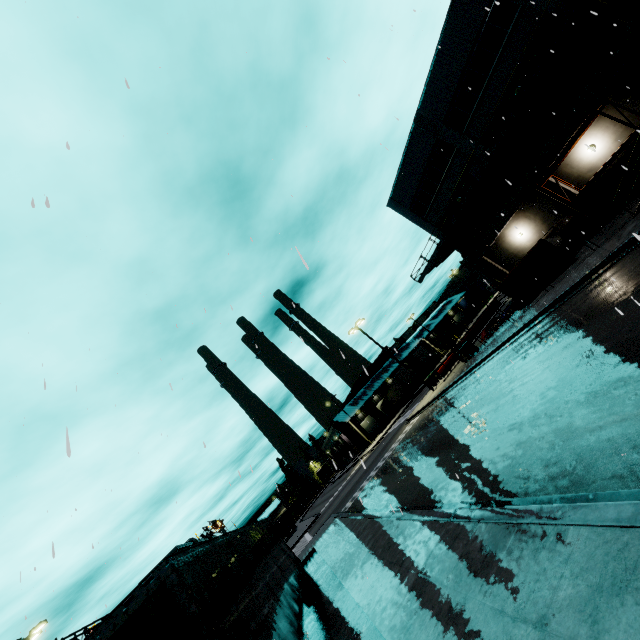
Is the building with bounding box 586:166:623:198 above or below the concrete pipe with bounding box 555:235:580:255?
above

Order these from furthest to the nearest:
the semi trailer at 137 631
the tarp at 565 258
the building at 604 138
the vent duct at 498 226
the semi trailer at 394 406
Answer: the semi trailer at 394 406 < the building at 604 138 < the tarp at 565 258 < the vent duct at 498 226 < the semi trailer at 137 631

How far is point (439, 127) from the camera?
24.4 meters

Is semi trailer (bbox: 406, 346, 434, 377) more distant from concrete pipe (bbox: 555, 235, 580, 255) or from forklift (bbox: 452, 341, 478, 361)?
concrete pipe (bbox: 555, 235, 580, 255)

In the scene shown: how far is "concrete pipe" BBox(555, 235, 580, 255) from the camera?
19.6m

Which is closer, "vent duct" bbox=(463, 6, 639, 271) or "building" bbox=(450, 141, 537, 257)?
"vent duct" bbox=(463, 6, 639, 271)

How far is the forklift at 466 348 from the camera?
25.6m

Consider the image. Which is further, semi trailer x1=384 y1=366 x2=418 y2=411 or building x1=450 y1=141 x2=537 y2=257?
semi trailer x1=384 y1=366 x2=418 y2=411
